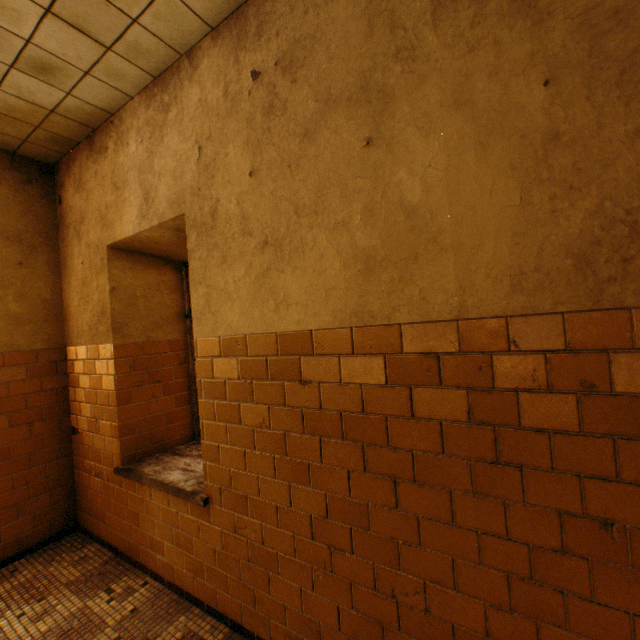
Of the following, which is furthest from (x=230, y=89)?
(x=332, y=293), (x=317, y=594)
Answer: (x=317, y=594)
